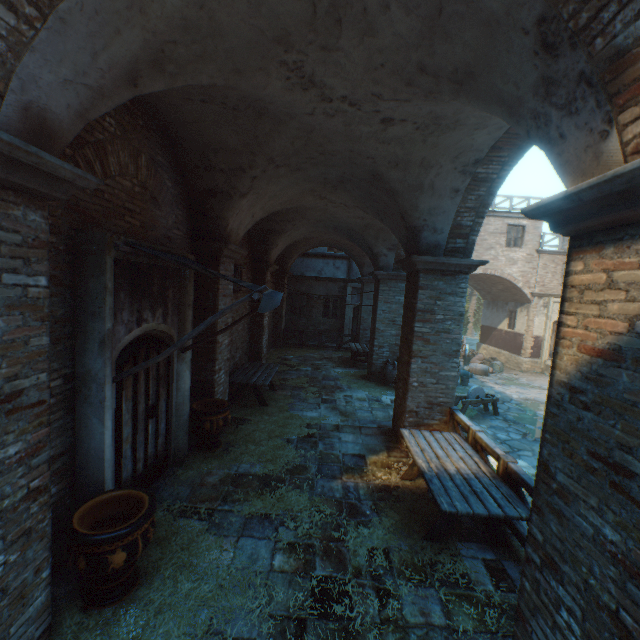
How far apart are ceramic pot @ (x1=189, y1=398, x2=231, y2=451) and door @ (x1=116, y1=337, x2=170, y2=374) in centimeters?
55cm

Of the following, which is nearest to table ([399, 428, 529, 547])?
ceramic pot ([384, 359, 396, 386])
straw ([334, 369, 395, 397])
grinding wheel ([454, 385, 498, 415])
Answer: straw ([334, 369, 395, 397])

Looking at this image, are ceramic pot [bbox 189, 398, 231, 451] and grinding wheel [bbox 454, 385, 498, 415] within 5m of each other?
no

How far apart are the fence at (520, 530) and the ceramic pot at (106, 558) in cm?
430

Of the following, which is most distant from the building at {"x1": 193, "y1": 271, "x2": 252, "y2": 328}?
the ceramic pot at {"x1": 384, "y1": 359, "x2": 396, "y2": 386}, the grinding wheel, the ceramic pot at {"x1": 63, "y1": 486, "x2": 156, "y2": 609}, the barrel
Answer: the ceramic pot at {"x1": 384, "y1": 359, "x2": 396, "y2": 386}

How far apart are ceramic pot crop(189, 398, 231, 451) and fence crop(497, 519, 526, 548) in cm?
440

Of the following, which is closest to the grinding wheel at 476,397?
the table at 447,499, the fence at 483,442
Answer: the fence at 483,442

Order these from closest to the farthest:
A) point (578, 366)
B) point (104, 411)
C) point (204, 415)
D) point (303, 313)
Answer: point (578, 366)
point (104, 411)
point (204, 415)
point (303, 313)
